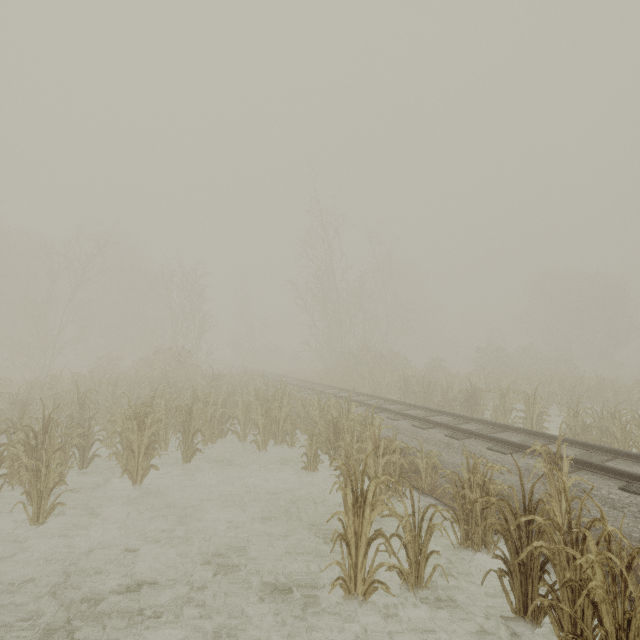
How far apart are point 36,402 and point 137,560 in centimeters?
1040cm
